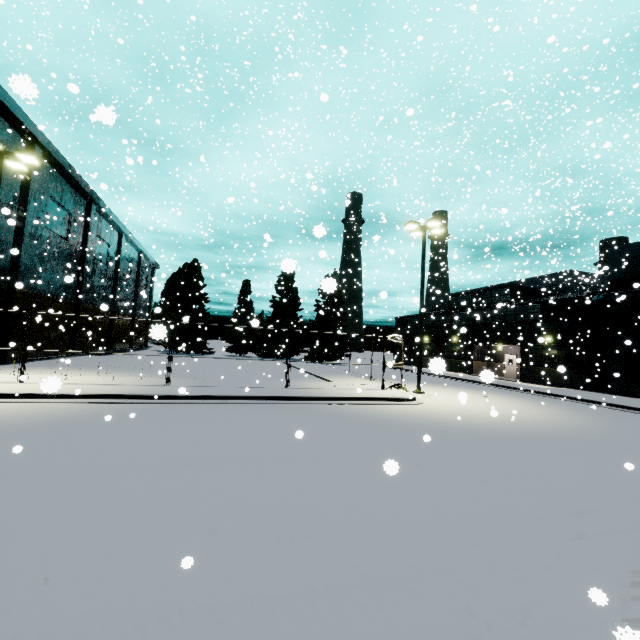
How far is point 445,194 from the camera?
44.4 meters

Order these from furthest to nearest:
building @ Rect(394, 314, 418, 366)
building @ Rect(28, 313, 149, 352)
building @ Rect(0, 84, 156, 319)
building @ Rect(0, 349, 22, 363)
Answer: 1. building @ Rect(394, 314, 418, 366)
2. building @ Rect(28, 313, 149, 352)
3. building @ Rect(0, 349, 22, 363)
4. building @ Rect(0, 84, 156, 319)

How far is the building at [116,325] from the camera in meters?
25.0

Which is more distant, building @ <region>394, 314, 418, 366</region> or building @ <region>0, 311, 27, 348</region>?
building @ <region>394, 314, 418, 366</region>

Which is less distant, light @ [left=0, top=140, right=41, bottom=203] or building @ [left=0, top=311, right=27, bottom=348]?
light @ [left=0, top=140, right=41, bottom=203]
